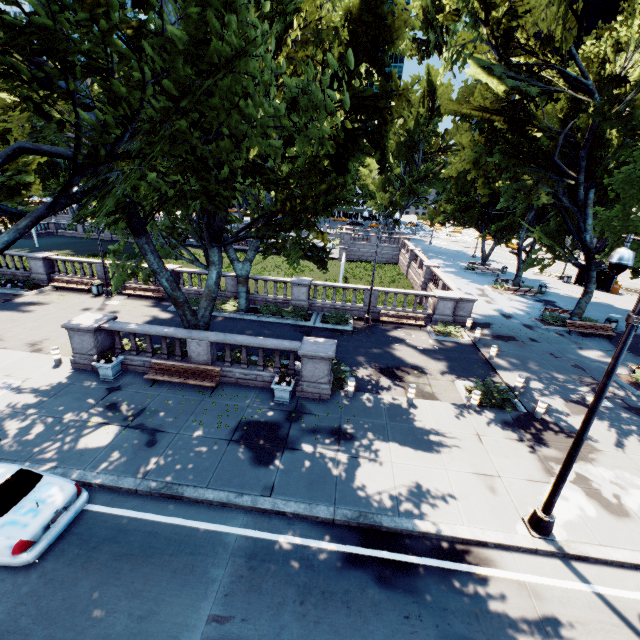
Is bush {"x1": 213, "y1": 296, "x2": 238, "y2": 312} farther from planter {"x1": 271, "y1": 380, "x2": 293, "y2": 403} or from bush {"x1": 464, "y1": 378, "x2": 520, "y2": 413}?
bush {"x1": 464, "y1": 378, "x2": 520, "y2": 413}

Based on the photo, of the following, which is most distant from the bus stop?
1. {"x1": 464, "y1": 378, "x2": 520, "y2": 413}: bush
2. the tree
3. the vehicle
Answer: the vehicle

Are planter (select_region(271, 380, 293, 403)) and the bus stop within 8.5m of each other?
no

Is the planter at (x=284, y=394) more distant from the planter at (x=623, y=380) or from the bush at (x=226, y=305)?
the planter at (x=623, y=380)

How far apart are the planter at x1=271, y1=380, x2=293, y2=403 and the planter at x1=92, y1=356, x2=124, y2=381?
6.6 meters

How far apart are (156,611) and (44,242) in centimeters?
6026cm

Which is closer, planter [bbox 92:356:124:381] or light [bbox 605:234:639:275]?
light [bbox 605:234:639:275]

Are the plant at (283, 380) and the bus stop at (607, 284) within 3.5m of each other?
no
